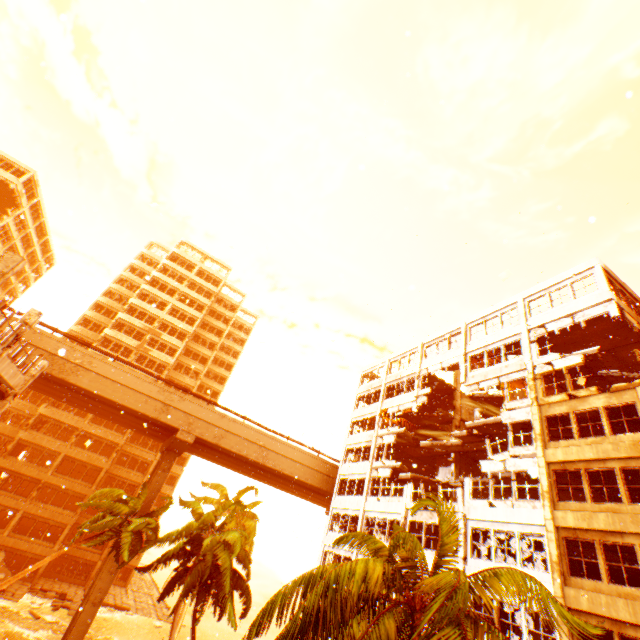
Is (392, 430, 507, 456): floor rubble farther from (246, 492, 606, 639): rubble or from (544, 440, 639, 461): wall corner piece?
(246, 492, 606, 639): rubble

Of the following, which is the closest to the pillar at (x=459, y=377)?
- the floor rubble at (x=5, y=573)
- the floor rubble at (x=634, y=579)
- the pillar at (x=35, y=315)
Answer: the floor rubble at (x=634, y=579)

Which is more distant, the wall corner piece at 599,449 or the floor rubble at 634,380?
the floor rubble at 634,380

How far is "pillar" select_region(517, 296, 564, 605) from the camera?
14.4m

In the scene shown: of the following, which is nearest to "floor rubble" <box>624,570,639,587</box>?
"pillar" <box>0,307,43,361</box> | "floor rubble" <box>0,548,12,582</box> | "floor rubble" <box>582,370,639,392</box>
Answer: "floor rubble" <box>582,370,639,392</box>

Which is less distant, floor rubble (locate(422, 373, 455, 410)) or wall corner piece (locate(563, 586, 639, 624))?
wall corner piece (locate(563, 586, 639, 624))

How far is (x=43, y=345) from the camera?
26.67m

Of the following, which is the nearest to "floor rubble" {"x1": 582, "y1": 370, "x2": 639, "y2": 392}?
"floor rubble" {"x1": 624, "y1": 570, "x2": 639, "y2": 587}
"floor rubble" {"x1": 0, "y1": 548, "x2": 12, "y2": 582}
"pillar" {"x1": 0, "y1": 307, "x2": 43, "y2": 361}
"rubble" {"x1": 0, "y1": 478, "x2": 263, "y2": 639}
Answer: "rubble" {"x1": 0, "y1": 478, "x2": 263, "y2": 639}
